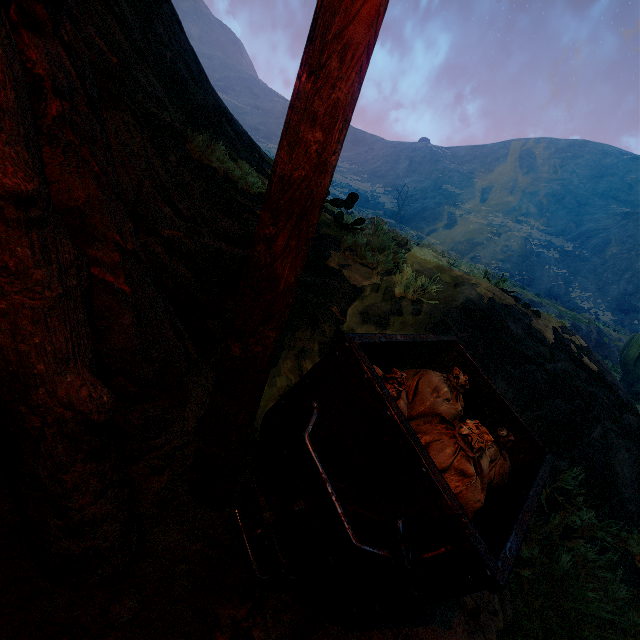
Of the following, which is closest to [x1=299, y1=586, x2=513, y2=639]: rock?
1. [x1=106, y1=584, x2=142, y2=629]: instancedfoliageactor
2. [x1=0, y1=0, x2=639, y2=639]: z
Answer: [x1=106, y1=584, x2=142, y2=629]: instancedfoliageactor

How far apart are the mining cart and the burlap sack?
0.0 meters

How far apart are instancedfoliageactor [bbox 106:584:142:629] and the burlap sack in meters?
1.0 m

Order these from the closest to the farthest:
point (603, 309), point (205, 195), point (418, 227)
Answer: point (205, 195) < point (603, 309) < point (418, 227)

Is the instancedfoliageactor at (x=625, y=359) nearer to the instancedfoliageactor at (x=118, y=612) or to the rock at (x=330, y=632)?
the rock at (x=330, y=632)

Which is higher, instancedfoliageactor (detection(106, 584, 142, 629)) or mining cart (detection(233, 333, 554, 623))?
mining cart (detection(233, 333, 554, 623))

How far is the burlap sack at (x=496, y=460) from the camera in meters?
1.4

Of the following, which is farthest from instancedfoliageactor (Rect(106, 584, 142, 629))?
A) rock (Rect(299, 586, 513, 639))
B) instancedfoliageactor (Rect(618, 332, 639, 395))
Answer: instancedfoliageactor (Rect(618, 332, 639, 395))
